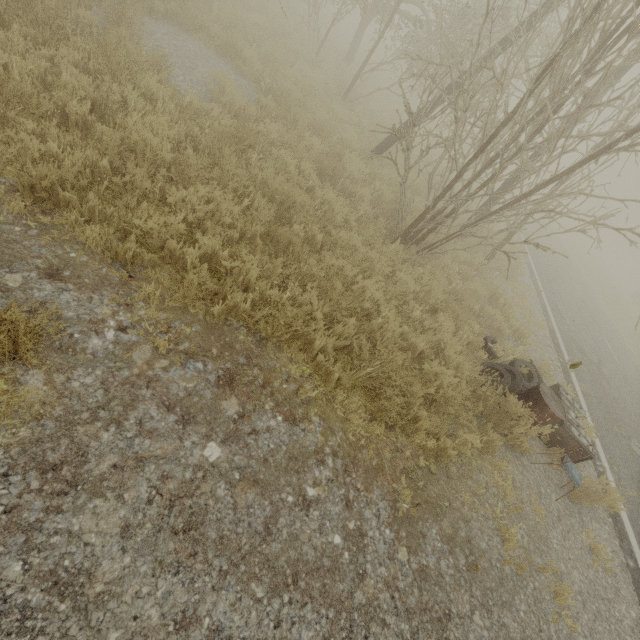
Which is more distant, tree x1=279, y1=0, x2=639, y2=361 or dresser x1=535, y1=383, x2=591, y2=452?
dresser x1=535, y1=383, x2=591, y2=452

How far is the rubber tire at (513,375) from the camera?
5.01m

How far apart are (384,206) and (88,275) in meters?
6.1 m

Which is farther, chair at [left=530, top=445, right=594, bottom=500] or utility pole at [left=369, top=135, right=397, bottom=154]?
utility pole at [left=369, top=135, right=397, bottom=154]

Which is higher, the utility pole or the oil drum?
the utility pole

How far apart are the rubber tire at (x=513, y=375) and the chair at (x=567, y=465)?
0.8 meters

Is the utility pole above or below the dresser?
above

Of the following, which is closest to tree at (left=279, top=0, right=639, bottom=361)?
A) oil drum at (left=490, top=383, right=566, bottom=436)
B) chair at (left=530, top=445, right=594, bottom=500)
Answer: oil drum at (left=490, top=383, right=566, bottom=436)
